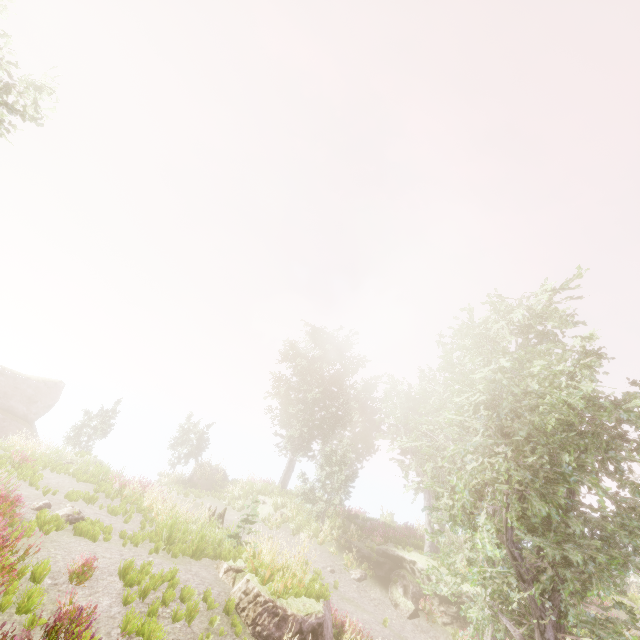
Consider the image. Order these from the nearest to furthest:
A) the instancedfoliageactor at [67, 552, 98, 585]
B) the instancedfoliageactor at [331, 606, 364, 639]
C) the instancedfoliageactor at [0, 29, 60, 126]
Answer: the instancedfoliageactor at [67, 552, 98, 585] → the instancedfoliageactor at [331, 606, 364, 639] → the instancedfoliageactor at [0, 29, 60, 126]

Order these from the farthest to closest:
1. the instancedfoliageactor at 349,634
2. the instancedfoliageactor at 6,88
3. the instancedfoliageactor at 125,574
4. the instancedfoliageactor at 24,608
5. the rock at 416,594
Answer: the instancedfoliageactor at 6,88 < the rock at 416,594 < the instancedfoliageactor at 349,634 < the instancedfoliageactor at 125,574 < the instancedfoliageactor at 24,608

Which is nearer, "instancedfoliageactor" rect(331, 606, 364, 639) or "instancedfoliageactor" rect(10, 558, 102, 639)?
"instancedfoliageactor" rect(10, 558, 102, 639)

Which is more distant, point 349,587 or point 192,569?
point 349,587

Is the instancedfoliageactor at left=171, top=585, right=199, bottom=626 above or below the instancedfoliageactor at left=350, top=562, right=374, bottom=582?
above

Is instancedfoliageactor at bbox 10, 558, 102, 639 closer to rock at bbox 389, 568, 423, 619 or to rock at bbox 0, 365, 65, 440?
rock at bbox 0, 365, 65, 440

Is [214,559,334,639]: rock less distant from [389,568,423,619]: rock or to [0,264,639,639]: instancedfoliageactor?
[0,264,639,639]: instancedfoliageactor

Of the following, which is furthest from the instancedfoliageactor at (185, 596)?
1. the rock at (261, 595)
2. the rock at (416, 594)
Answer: the rock at (416, 594)
